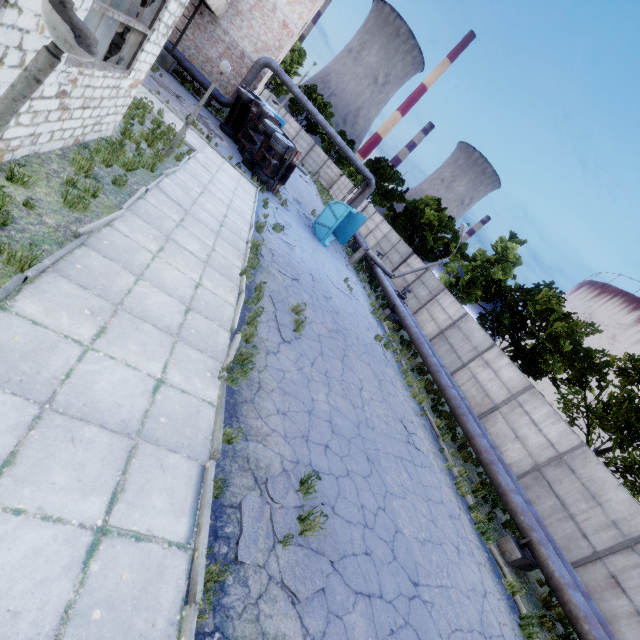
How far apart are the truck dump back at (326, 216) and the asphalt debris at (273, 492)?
16.2m

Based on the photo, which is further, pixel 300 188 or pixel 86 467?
pixel 300 188

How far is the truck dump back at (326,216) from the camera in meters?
19.4 m

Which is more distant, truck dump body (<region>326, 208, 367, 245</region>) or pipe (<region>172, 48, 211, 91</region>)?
truck dump body (<region>326, 208, 367, 245</region>)

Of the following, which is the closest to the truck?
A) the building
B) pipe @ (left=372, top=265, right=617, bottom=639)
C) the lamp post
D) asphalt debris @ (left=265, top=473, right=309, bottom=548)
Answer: the building

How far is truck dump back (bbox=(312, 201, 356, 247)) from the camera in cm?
1942

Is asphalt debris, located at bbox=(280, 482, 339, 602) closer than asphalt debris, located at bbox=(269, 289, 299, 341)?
Yes

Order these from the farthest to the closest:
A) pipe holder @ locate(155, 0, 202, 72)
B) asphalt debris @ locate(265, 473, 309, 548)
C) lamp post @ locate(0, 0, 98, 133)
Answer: pipe holder @ locate(155, 0, 202, 72) → asphalt debris @ locate(265, 473, 309, 548) → lamp post @ locate(0, 0, 98, 133)
